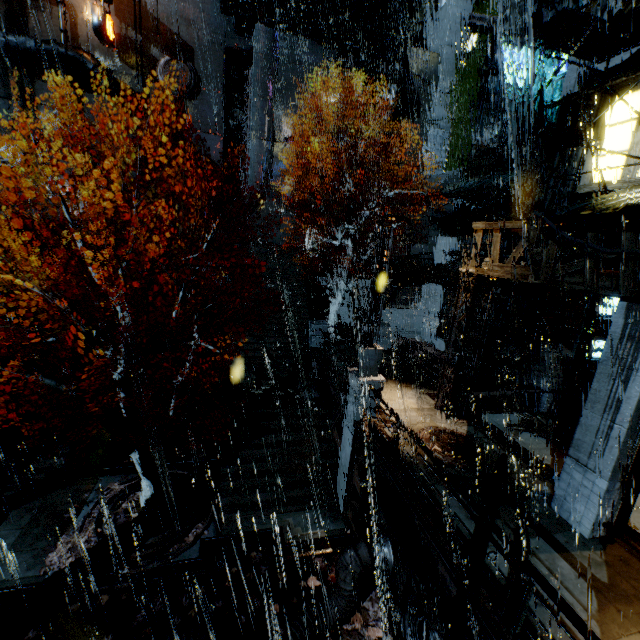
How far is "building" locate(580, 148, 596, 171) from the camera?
12.1m

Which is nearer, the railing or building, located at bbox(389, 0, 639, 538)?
the railing

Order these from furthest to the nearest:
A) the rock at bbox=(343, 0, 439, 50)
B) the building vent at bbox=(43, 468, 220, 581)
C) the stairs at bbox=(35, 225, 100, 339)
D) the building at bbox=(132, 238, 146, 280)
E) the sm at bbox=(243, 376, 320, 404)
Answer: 1. the rock at bbox=(343, 0, 439, 50)
2. the building at bbox=(132, 238, 146, 280)
3. the stairs at bbox=(35, 225, 100, 339)
4. the sm at bbox=(243, 376, 320, 404)
5. the building vent at bbox=(43, 468, 220, 581)

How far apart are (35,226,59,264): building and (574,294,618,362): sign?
29.4m

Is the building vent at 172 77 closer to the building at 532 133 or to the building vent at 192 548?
the building at 532 133

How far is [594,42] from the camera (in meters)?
10.52

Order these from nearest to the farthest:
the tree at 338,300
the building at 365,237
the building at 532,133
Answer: the building at 532,133
the tree at 338,300
the building at 365,237

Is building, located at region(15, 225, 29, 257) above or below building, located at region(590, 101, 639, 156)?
Answer: below
